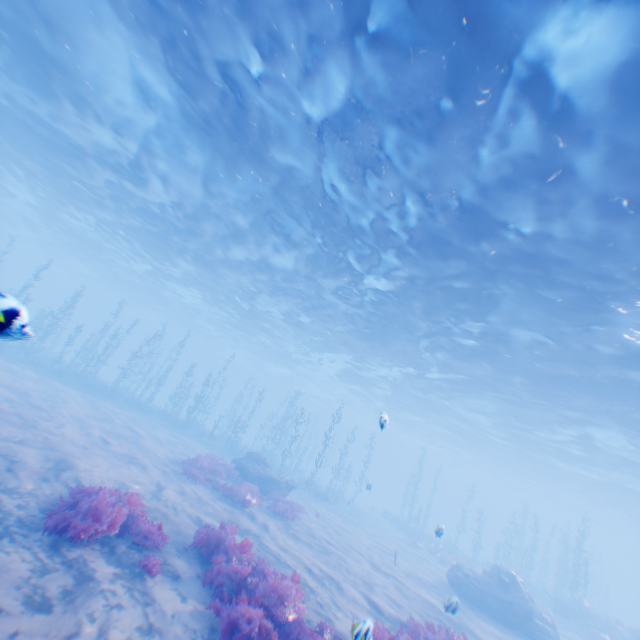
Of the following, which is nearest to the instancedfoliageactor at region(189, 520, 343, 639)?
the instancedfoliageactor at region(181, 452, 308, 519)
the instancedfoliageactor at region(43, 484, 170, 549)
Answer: the instancedfoliageactor at region(43, 484, 170, 549)

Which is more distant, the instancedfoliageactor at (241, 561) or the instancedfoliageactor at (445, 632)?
the instancedfoliageactor at (241, 561)

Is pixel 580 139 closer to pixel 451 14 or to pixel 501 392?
pixel 451 14

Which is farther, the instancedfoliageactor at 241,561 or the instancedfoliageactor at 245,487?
the instancedfoliageactor at 245,487

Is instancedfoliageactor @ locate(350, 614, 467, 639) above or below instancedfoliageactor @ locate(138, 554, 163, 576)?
above

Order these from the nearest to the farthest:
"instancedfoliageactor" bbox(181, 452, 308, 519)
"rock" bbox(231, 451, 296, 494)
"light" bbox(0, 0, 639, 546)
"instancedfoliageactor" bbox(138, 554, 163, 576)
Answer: "instancedfoliageactor" bbox(138, 554, 163, 576) → "light" bbox(0, 0, 639, 546) → "instancedfoliageactor" bbox(181, 452, 308, 519) → "rock" bbox(231, 451, 296, 494)

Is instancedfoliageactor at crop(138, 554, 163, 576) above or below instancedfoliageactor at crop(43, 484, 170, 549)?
below

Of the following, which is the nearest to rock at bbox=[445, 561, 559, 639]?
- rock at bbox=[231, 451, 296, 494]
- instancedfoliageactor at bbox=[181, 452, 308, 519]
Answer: instancedfoliageactor at bbox=[181, 452, 308, 519]
